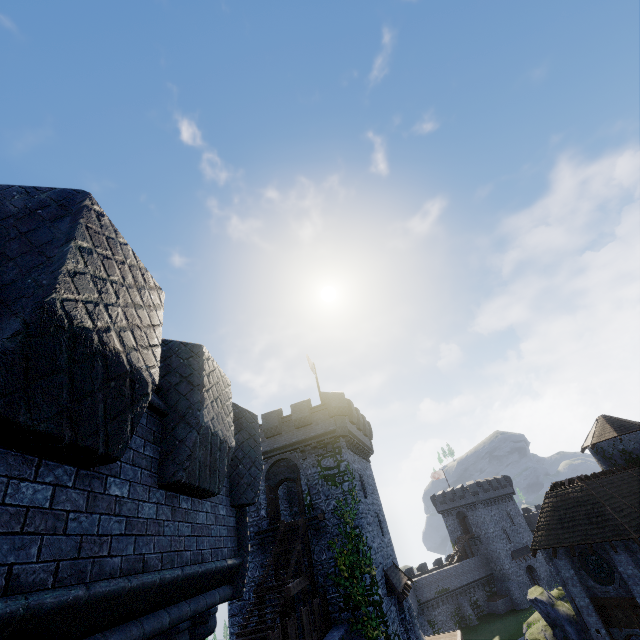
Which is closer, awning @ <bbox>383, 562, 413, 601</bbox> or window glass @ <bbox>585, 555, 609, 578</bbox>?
awning @ <bbox>383, 562, 413, 601</bbox>

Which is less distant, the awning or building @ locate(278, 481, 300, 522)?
the awning

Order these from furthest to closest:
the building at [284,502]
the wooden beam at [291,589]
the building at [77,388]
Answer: the building at [284,502] < the wooden beam at [291,589] < the building at [77,388]

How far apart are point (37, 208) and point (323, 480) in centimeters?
2323cm

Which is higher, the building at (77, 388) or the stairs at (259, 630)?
the building at (77, 388)

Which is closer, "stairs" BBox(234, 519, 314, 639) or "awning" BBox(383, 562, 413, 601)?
"stairs" BBox(234, 519, 314, 639)

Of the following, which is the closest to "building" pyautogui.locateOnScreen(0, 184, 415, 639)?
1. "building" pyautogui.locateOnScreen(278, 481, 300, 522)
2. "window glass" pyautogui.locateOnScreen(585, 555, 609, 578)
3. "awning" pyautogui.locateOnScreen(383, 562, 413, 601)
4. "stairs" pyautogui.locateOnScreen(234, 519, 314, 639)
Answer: "stairs" pyautogui.locateOnScreen(234, 519, 314, 639)

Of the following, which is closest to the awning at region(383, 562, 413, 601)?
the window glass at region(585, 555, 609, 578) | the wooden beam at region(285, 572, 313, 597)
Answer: the wooden beam at region(285, 572, 313, 597)
